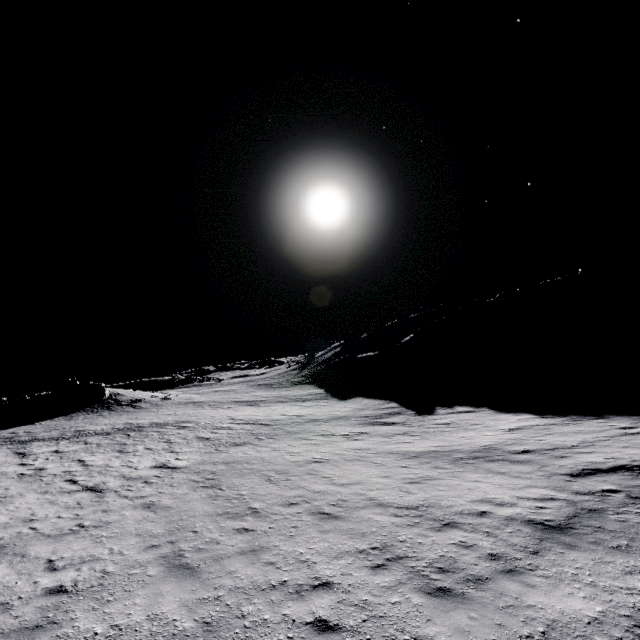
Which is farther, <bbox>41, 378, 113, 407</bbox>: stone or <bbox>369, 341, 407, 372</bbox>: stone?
<bbox>369, 341, 407, 372</bbox>: stone

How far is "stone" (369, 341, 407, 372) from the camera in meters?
50.6 m

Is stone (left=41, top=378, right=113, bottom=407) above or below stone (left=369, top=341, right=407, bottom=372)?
above

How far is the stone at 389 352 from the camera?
50.62m

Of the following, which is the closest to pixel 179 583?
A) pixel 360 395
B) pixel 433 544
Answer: pixel 433 544

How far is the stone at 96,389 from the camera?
38.7 meters

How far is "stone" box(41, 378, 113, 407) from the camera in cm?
3869
